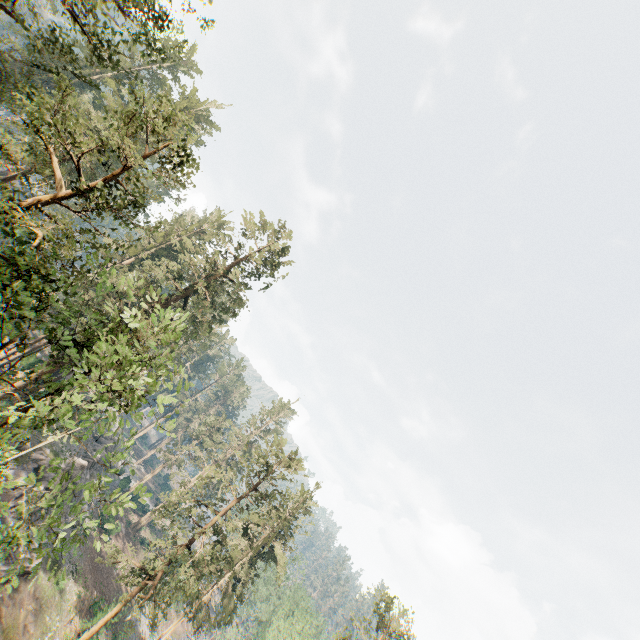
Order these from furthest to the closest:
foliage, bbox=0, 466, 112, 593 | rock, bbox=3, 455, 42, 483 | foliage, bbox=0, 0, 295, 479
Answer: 1. rock, bbox=3, 455, 42, 483
2. foliage, bbox=0, 0, 295, 479
3. foliage, bbox=0, 466, 112, 593

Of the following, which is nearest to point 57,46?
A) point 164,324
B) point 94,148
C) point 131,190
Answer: point 94,148

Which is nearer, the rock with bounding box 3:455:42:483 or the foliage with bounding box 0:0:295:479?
the foliage with bounding box 0:0:295:479

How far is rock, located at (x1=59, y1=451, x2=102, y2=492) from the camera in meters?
33.8

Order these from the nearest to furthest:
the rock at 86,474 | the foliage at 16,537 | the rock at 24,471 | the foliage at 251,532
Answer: the foliage at 16,537 → the foliage at 251,532 → the rock at 24,471 → the rock at 86,474

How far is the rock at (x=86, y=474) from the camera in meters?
33.8 m
